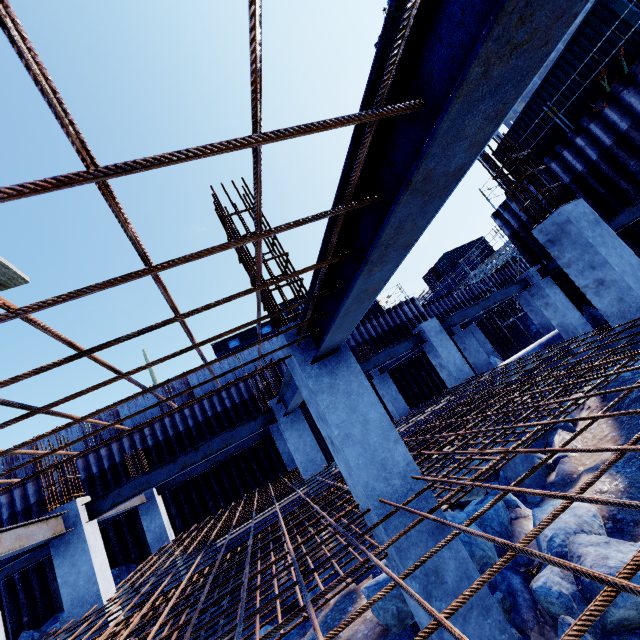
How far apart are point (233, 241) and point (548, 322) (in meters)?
19.91

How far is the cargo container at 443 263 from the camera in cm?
3572

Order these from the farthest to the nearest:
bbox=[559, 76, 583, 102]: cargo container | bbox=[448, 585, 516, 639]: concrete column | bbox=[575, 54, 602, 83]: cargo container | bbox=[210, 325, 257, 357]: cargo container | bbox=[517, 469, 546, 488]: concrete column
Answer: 1. bbox=[210, 325, 257, 357]: cargo container
2. bbox=[559, 76, 583, 102]: cargo container
3. bbox=[575, 54, 602, 83]: cargo container
4. bbox=[517, 469, 546, 488]: concrete column
5. bbox=[448, 585, 516, 639]: concrete column

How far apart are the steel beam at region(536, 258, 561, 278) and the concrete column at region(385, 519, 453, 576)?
9.48m

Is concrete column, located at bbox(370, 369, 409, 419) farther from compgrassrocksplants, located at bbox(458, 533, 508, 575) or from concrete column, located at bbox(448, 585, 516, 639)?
concrete column, located at bbox(448, 585, 516, 639)

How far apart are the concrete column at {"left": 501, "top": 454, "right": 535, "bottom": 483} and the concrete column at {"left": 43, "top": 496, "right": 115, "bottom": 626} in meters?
9.3

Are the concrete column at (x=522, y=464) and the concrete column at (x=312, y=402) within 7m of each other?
yes

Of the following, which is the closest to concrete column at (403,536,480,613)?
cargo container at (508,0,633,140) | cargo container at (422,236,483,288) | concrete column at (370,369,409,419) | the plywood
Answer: the plywood
